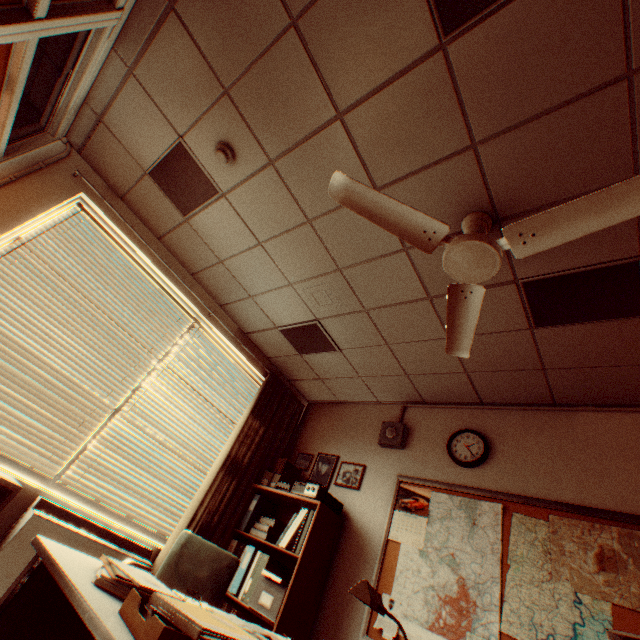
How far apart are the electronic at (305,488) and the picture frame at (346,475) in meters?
0.3

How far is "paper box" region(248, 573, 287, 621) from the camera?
2.78m

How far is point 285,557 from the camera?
3.5m

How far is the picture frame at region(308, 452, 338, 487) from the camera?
4.1m

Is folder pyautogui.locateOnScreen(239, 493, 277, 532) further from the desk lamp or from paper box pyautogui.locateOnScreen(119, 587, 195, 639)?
paper box pyautogui.locateOnScreen(119, 587, 195, 639)

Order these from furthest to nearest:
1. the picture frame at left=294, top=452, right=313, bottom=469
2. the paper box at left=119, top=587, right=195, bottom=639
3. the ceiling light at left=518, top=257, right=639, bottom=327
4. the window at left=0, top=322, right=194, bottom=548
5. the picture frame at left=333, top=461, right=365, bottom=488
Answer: the picture frame at left=294, top=452, right=313, bottom=469
the picture frame at left=333, top=461, right=365, bottom=488
the window at left=0, top=322, right=194, bottom=548
the ceiling light at left=518, top=257, right=639, bottom=327
the paper box at left=119, top=587, right=195, bottom=639

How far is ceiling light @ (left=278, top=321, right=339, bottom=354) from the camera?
3.8m

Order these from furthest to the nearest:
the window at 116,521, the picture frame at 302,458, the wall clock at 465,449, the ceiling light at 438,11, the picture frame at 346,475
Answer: the picture frame at 302,458 → the picture frame at 346,475 → the wall clock at 465,449 → the window at 116,521 → the ceiling light at 438,11
